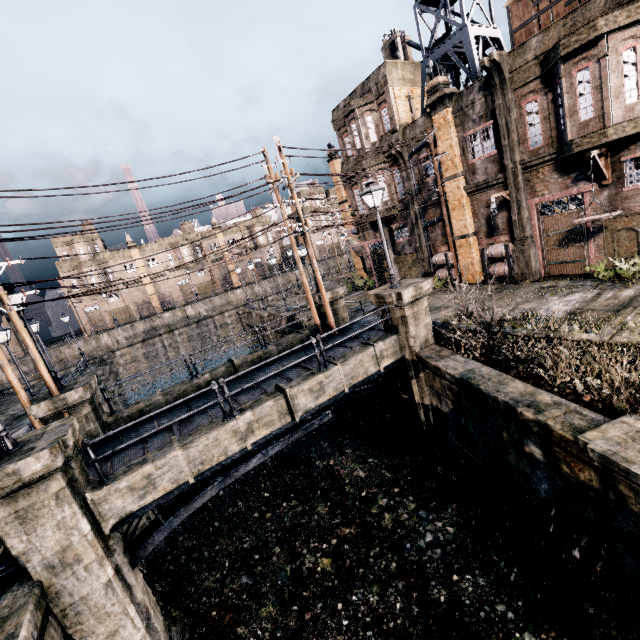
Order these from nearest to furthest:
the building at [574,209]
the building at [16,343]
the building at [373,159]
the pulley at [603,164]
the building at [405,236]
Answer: the pulley at [603,164] → the building at [574,209] → the building at [373,159] → the building at [405,236] → the building at [16,343]

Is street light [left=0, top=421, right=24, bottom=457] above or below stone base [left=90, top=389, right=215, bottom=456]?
above

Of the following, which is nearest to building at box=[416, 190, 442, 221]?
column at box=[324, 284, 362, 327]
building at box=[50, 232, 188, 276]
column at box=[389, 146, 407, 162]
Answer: column at box=[389, 146, 407, 162]

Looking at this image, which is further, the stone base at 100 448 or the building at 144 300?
the building at 144 300

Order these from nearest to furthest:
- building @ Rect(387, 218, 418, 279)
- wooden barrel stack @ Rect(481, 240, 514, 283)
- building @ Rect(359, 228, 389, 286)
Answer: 1. wooden barrel stack @ Rect(481, 240, 514, 283)
2. building @ Rect(387, 218, 418, 279)
3. building @ Rect(359, 228, 389, 286)

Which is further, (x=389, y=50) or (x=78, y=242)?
(x=78, y=242)

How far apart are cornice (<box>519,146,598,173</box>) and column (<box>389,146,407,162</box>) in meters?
7.5

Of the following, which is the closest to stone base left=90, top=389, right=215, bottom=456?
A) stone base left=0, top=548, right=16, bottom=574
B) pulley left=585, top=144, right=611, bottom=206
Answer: stone base left=0, top=548, right=16, bottom=574
